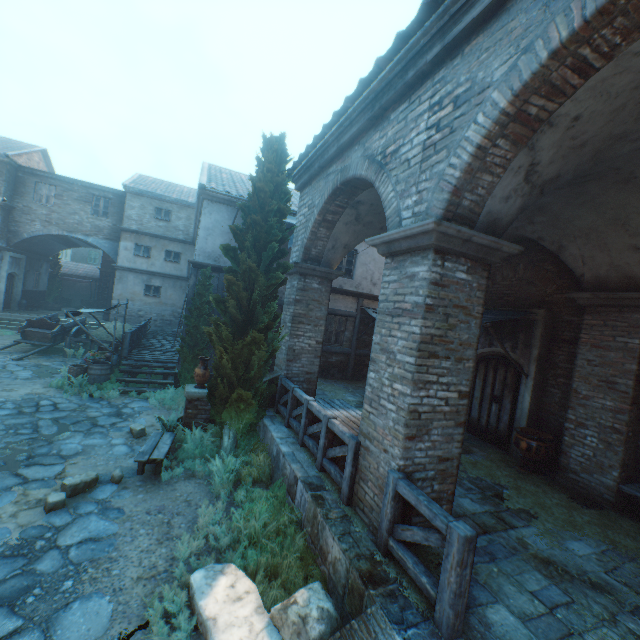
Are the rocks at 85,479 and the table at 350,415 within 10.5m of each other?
yes

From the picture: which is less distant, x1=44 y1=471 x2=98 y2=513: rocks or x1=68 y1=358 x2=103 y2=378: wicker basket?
x1=44 y1=471 x2=98 y2=513: rocks

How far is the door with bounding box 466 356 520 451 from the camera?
8.2 meters

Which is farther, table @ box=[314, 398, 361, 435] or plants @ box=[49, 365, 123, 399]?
plants @ box=[49, 365, 123, 399]

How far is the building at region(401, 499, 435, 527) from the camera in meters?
4.0 m

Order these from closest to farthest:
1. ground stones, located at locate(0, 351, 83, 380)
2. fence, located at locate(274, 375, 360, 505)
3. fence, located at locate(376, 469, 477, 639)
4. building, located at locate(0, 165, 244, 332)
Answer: fence, located at locate(376, 469, 477, 639)
fence, located at locate(274, 375, 360, 505)
ground stones, located at locate(0, 351, 83, 380)
building, located at locate(0, 165, 244, 332)

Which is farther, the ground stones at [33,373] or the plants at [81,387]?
the ground stones at [33,373]

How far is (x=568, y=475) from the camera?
6.6 meters
